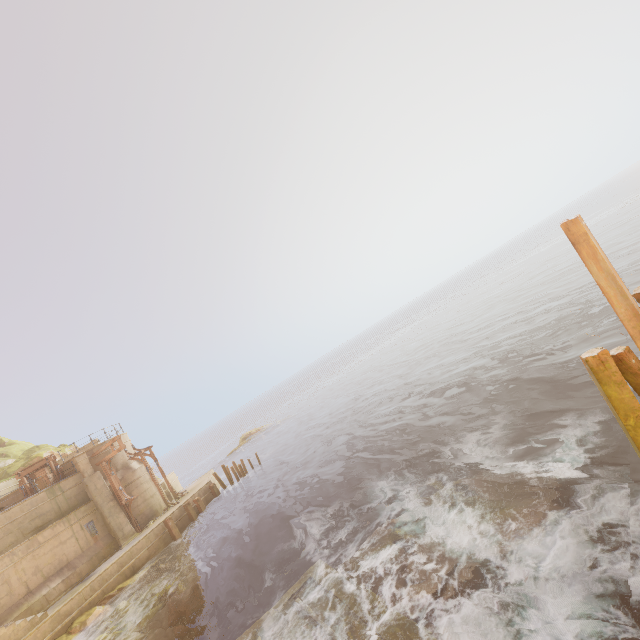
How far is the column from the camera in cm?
2245

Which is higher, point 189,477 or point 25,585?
point 25,585

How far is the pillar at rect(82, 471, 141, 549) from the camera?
21.66m

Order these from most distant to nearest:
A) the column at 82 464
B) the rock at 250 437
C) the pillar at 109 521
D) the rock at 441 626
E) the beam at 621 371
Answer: the rock at 250 437, the column at 82 464, the pillar at 109 521, the rock at 441 626, the beam at 621 371

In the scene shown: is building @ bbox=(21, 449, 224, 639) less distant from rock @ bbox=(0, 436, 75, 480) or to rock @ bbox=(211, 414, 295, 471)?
rock @ bbox=(0, 436, 75, 480)

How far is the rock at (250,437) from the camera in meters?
47.8 m

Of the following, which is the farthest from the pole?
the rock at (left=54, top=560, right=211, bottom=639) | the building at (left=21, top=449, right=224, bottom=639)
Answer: the building at (left=21, top=449, right=224, bottom=639)

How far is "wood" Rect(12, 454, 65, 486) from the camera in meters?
21.7 m
